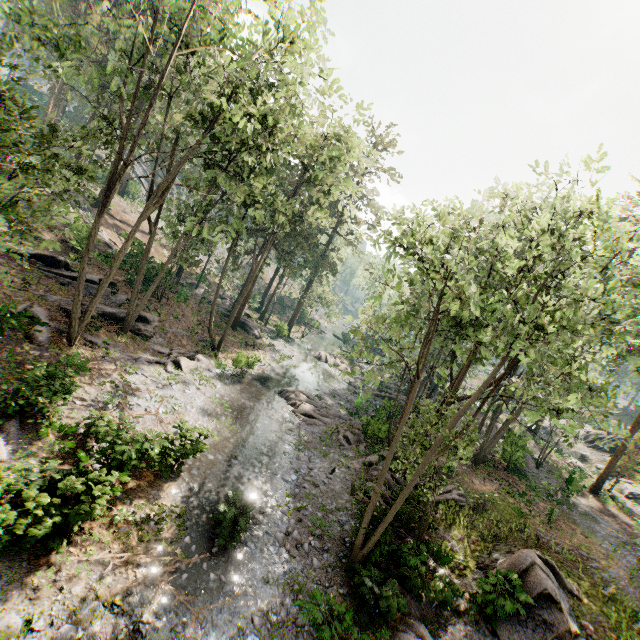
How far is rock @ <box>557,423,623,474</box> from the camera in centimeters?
3722cm

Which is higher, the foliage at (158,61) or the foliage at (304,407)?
the foliage at (158,61)

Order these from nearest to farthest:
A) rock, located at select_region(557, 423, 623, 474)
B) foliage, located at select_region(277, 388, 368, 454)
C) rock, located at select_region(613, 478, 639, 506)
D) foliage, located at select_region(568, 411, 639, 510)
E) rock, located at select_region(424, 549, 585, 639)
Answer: rock, located at select_region(424, 549, 585, 639) < foliage, located at select_region(568, 411, 639, 510) < foliage, located at select_region(277, 388, 368, 454) < rock, located at select_region(613, 478, 639, 506) < rock, located at select_region(557, 423, 623, 474)

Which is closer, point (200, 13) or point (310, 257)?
point (200, 13)

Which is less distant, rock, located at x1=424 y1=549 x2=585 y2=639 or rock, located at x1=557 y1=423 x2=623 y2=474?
rock, located at x1=424 y1=549 x2=585 y2=639

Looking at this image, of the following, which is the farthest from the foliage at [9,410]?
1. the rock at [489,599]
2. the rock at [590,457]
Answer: the rock at [590,457]

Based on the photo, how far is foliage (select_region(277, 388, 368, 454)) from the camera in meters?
22.5 m

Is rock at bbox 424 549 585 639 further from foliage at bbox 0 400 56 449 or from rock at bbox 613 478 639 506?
rock at bbox 613 478 639 506
